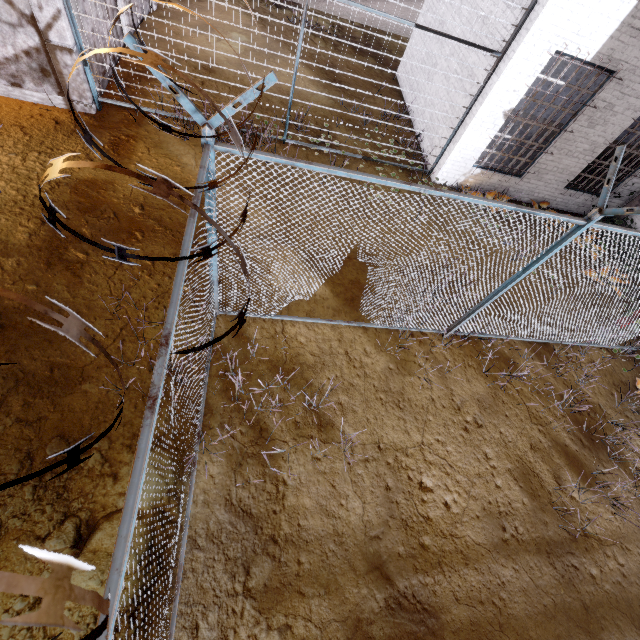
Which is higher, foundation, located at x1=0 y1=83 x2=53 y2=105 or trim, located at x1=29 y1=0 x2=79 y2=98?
trim, located at x1=29 y1=0 x2=79 y2=98

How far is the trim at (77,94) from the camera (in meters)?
6.25

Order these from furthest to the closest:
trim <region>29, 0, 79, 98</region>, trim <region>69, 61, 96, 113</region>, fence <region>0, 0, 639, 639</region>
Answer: trim <region>69, 61, 96, 113</region> → trim <region>29, 0, 79, 98</region> → fence <region>0, 0, 639, 639</region>

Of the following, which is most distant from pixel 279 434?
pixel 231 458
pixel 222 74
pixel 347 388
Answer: pixel 222 74

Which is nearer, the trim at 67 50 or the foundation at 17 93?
the trim at 67 50

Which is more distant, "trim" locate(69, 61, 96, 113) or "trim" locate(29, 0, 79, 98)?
"trim" locate(69, 61, 96, 113)

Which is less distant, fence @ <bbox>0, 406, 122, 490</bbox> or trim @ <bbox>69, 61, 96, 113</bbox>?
fence @ <bbox>0, 406, 122, 490</bbox>

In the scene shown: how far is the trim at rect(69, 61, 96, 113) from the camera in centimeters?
625cm
